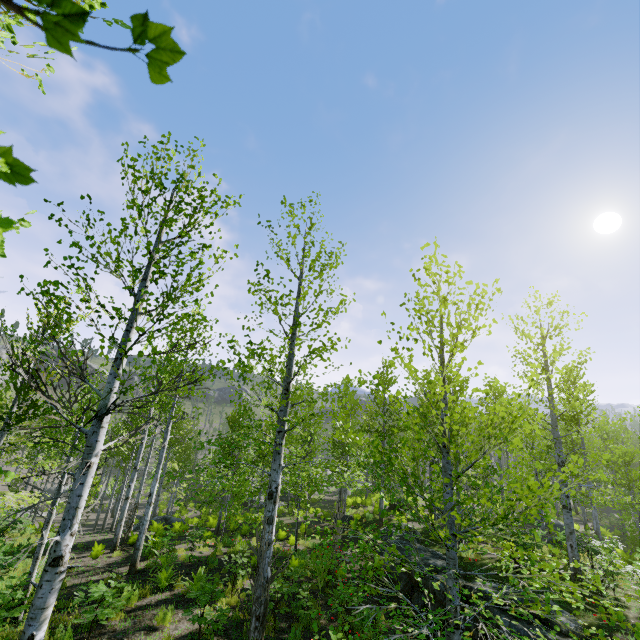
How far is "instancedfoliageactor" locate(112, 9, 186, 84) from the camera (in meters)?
0.35

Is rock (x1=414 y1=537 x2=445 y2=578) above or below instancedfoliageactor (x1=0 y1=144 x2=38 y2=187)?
below

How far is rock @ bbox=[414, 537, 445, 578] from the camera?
11.2 meters

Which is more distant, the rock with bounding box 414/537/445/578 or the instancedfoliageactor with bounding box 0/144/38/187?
the rock with bounding box 414/537/445/578

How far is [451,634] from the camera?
3.76m

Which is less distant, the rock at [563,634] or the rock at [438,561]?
the rock at [563,634]

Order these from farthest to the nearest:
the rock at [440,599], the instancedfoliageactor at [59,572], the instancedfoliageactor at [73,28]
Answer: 1. the rock at [440,599]
2. the instancedfoliageactor at [59,572]
3. the instancedfoliageactor at [73,28]
